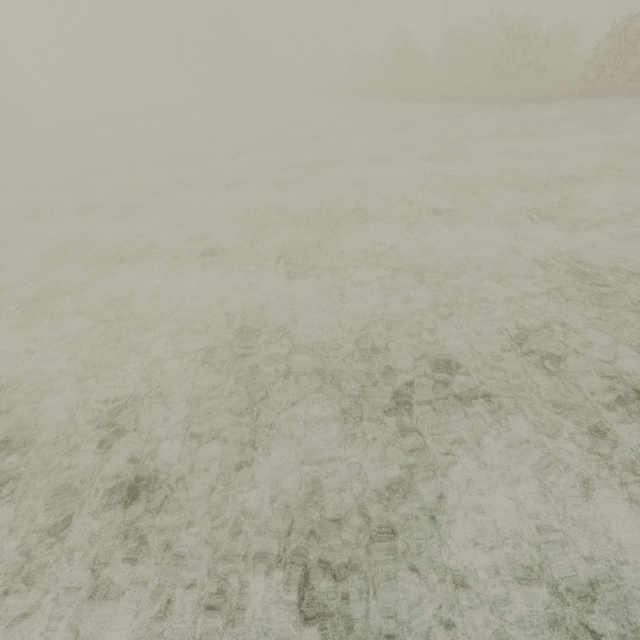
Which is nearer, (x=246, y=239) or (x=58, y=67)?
(x=246, y=239)
